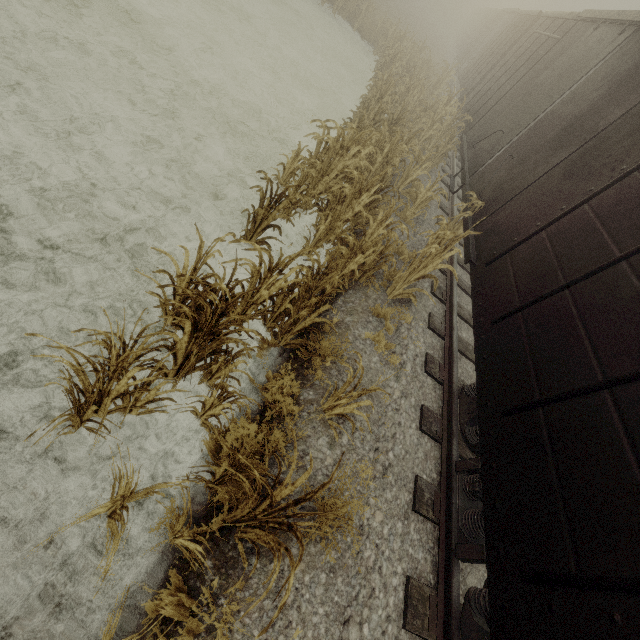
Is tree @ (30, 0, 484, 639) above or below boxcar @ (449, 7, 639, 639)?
below

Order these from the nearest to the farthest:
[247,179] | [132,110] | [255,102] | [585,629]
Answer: [585,629] → [132,110] → [247,179] → [255,102]

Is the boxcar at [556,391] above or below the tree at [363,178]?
above
